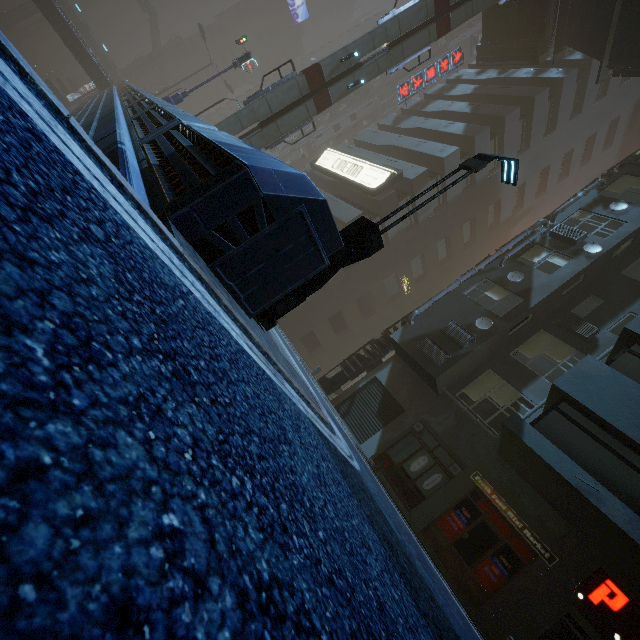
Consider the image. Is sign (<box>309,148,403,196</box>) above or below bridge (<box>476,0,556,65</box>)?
below

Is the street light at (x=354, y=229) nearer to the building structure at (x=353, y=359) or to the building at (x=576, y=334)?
the building at (x=576, y=334)

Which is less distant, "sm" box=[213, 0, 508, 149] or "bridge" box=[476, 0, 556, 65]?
"sm" box=[213, 0, 508, 149]

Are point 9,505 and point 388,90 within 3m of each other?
no

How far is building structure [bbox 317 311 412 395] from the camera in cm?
1614

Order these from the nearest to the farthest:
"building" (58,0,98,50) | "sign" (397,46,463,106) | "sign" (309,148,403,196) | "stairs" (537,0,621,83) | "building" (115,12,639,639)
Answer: "building" (115,12,639,639) < "stairs" (537,0,621,83) < "sign" (309,148,403,196) < "sign" (397,46,463,106) < "building" (58,0,98,50)

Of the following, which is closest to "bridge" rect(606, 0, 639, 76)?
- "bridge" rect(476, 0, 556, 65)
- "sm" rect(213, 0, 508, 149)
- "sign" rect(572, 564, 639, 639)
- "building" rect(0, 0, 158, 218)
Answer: "building" rect(0, 0, 158, 218)

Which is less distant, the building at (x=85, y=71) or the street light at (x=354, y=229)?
the building at (x=85, y=71)
